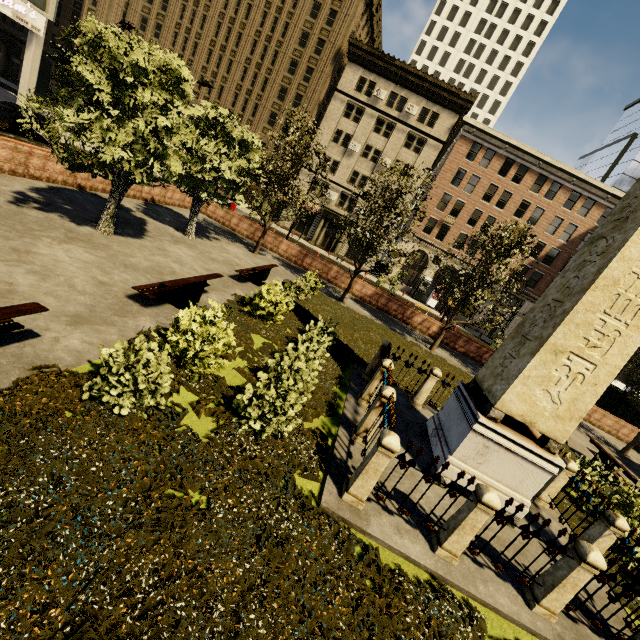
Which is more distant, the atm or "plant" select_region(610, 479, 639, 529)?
the atm

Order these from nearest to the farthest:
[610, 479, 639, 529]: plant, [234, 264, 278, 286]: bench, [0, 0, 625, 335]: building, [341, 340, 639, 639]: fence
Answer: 1. [341, 340, 639, 639]: fence
2. [610, 479, 639, 529]: plant
3. [234, 264, 278, 286]: bench
4. [0, 0, 625, 335]: building

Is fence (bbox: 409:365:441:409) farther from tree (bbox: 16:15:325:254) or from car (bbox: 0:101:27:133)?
car (bbox: 0:101:27:133)

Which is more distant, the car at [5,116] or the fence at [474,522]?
the car at [5,116]

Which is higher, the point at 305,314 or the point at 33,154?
the point at 33,154

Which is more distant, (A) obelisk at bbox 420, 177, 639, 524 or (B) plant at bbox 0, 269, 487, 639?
→ (A) obelisk at bbox 420, 177, 639, 524

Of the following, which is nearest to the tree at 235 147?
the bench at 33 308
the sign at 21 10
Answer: the bench at 33 308

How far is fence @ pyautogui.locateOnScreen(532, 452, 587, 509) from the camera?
7.62m
